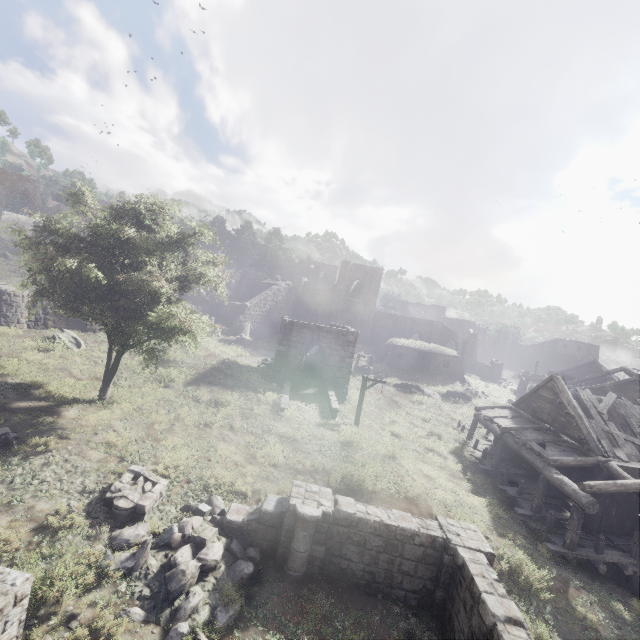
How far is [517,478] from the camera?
18.8m

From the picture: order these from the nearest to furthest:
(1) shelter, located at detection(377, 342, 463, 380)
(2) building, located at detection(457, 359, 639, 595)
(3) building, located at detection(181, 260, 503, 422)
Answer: (2) building, located at detection(457, 359, 639, 595) → (3) building, located at detection(181, 260, 503, 422) → (1) shelter, located at detection(377, 342, 463, 380)

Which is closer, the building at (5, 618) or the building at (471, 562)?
the building at (5, 618)

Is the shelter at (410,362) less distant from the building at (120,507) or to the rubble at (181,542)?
the rubble at (181,542)

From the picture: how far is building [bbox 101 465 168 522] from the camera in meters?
9.3

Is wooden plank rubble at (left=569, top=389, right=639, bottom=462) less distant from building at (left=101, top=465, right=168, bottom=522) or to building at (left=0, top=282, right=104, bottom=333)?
building at (left=101, top=465, right=168, bottom=522)

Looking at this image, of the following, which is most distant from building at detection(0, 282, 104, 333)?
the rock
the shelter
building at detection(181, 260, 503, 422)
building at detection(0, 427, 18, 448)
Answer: the shelter

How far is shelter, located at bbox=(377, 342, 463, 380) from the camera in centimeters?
3750cm
